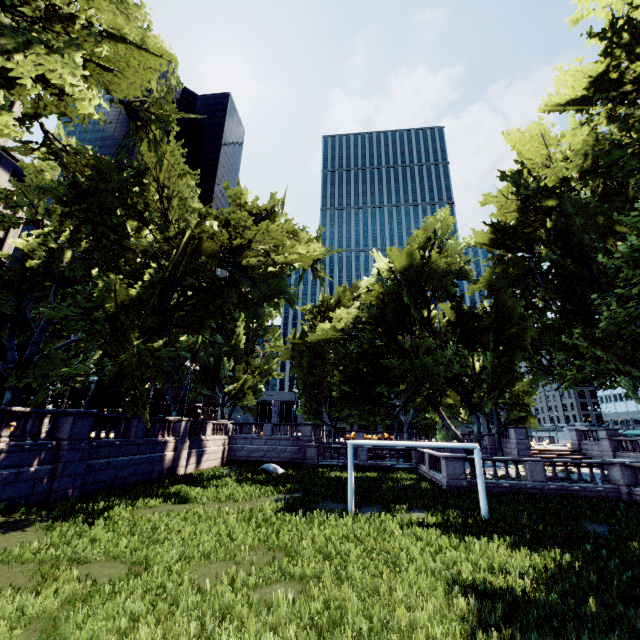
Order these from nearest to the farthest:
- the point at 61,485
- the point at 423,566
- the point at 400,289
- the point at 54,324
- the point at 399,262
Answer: the point at 423,566
the point at 61,485
the point at 399,262
the point at 400,289
the point at 54,324

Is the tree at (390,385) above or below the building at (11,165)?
below

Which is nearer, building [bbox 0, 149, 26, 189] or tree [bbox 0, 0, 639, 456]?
tree [bbox 0, 0, 639, 456]

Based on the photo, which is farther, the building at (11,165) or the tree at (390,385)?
the building at (11,165)

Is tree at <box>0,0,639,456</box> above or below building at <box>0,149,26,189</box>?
below
